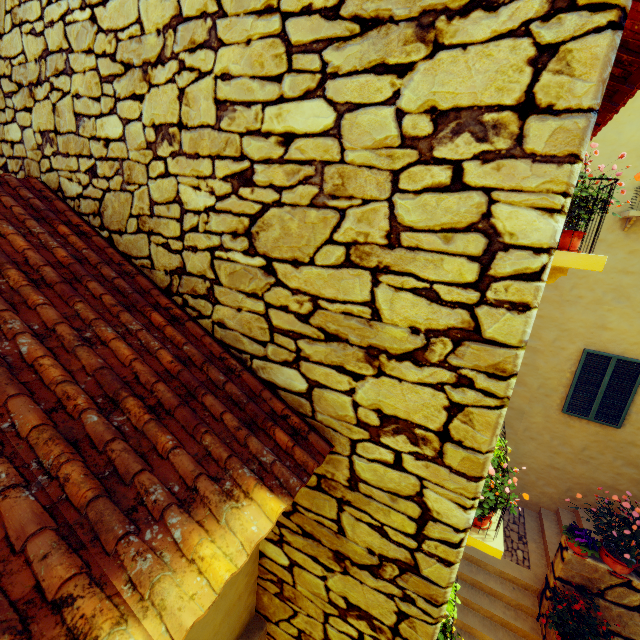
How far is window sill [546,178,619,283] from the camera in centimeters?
205cm

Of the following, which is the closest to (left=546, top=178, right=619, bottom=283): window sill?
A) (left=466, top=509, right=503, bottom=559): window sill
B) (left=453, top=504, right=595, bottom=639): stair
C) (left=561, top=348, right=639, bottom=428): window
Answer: (left=466, top=509, right=503, bottom=559): window sill

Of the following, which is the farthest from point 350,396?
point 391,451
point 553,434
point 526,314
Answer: point 553,434

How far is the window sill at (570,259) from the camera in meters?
2.1 m

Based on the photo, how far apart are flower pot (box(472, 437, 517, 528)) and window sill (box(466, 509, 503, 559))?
0.0m

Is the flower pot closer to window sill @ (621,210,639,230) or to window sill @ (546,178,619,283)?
window sill @ (546,178,619,283)

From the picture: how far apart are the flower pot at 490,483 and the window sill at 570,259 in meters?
2.0

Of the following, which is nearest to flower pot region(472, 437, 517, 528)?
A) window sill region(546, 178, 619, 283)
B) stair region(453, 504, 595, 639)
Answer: window sill region(546, 178, 619, 283)
